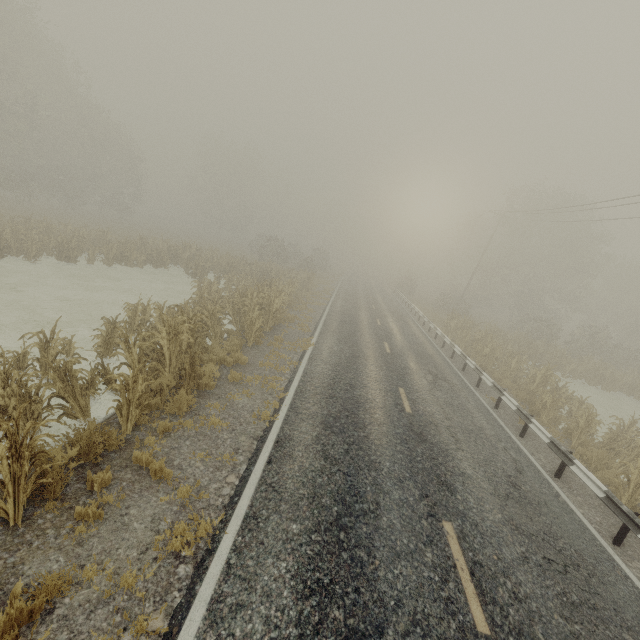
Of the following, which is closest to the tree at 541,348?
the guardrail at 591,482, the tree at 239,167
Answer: the guardrail at 591,482

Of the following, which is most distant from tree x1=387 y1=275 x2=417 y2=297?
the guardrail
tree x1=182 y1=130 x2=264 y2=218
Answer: tree x1=182 y1=130 x2=264 y2=218

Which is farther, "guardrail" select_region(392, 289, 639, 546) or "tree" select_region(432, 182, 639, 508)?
"tree" select_region(432, 182, 639, 508)

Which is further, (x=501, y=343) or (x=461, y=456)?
(x=501, y=343)

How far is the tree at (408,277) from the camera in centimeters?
4428cm

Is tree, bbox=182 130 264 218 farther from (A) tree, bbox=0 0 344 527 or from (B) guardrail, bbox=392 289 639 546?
(B) guardrail, bbox=392 289 639 546

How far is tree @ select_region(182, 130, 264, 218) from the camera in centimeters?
5372cm
